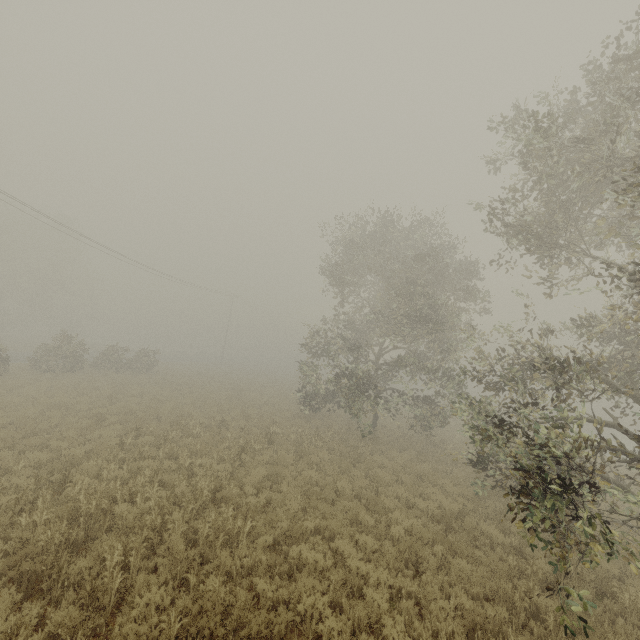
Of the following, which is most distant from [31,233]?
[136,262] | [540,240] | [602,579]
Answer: [602,579]
